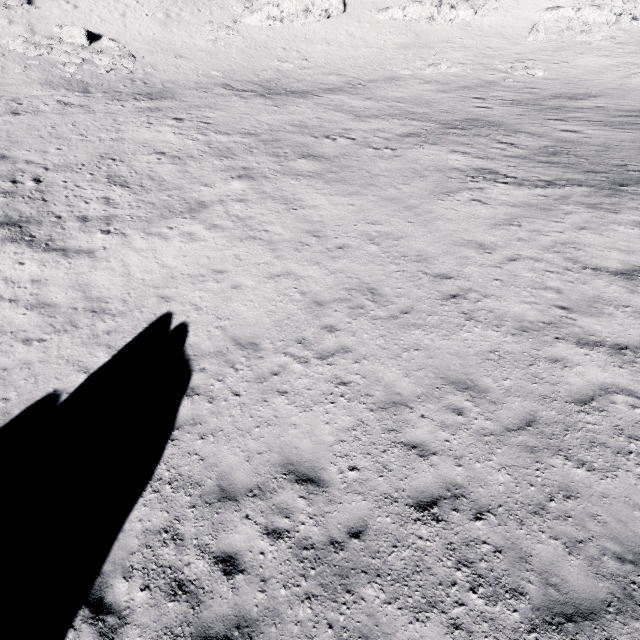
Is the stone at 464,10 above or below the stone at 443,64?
above

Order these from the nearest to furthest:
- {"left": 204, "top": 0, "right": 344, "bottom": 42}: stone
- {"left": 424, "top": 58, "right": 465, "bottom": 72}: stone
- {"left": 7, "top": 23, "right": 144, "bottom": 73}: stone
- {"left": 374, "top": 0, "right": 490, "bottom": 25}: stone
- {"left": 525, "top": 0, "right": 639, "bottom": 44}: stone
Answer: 1. {"left": 7, "top": 23, "right": 144, "bottom": 73}: stone
2. {"left": 424, "top": 58, "right": 465, "bottom": 72}: stone
3. {"left": 525, "top": 0, "right": 639, "bottom": 44}: stone
4. {"left": 204, "top": 0, "right": 344, "bottom": 42}: stone
5. {"left": 374, "top": 0, "right": 490, "bottom": 25}: stone

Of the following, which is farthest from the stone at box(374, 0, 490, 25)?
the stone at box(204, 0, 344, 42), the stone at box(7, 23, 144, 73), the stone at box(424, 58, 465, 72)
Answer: the stone at box(7, 23, 144, 73)

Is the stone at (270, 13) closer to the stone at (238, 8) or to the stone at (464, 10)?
the stone at (238, 8)

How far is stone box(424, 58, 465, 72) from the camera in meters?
32.0

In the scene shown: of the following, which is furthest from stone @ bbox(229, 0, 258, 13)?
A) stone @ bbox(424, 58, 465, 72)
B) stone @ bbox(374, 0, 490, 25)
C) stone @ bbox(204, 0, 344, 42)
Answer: stone @ bbox(424, 58, 465, 72)

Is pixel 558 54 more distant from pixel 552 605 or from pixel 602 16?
pixel 552 605

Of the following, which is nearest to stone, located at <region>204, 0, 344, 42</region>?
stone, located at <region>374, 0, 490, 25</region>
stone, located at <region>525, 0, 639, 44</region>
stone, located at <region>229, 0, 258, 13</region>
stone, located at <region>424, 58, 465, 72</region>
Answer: stone, located at <region>229, 0, 258, 13</region>
